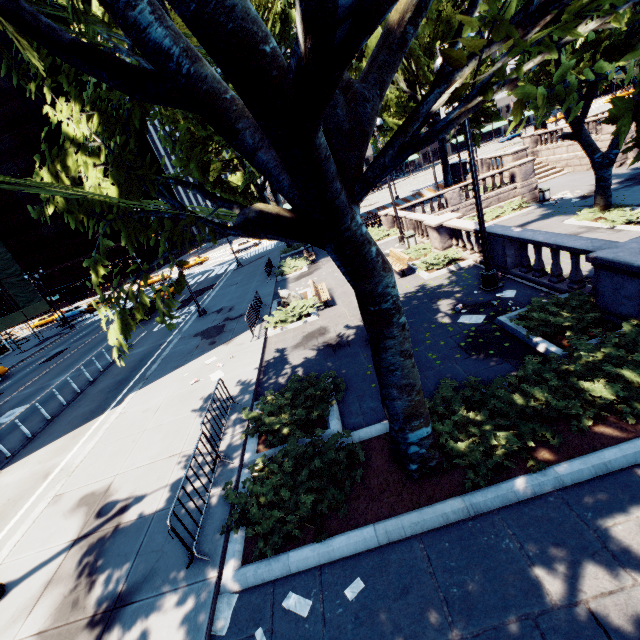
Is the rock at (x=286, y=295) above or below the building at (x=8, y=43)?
below

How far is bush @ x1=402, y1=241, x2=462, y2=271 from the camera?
14.45m

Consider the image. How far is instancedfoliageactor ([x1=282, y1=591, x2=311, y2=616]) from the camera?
4.50m

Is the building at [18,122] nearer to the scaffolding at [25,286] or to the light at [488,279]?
the scaffolding at [25,286]

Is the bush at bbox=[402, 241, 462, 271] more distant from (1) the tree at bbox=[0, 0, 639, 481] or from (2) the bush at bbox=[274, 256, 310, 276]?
(2) the bush at bbox=[274, 256, 310, 276]

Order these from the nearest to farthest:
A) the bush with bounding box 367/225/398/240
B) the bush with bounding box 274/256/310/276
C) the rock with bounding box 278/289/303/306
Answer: the rock with bounding box 278/289/303/306
the bush with bounding box 367/225/398/240
the bush with bounding box 274/256/310/276

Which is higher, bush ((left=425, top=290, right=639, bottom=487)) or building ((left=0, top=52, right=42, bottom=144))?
building ((left=0, top=52, right=42, bottom=144))

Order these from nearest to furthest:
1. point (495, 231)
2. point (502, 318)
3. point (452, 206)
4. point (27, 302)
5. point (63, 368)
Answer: point (502, 318) < point (495, 231) < point (63, 368) < point (452, 206) < point (27, 302)
